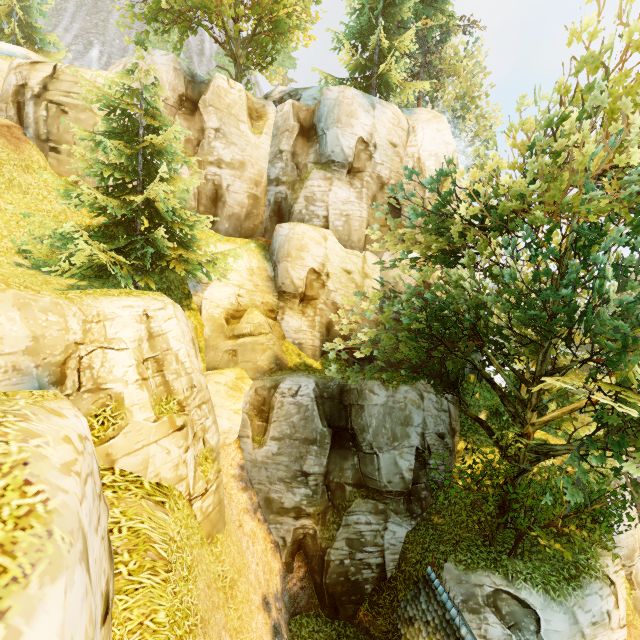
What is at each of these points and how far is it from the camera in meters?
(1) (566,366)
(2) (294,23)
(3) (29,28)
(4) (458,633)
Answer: (1) tree, 11.8 m
(2) tree, 21.9 m
(3) tree, 27.0 m
(4) building, 9.2 m

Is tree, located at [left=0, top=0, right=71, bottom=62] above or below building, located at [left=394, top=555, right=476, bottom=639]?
above

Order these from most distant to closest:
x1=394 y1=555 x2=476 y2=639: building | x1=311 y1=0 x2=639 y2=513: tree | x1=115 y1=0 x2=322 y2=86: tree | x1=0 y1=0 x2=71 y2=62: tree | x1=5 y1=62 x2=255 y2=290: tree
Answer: x1=0 y1=0 x2=71 y2=62: tree
x1=115 y1=0 x2=322 y2=86: tree
x1=5 y1=62 x2=255 y2=290: tree
x1=394 y1=555 x2=476 y2=639: building
x1=311 y1=0 x2=639 y2=513: tree

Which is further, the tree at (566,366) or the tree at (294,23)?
the tree at (294,23)

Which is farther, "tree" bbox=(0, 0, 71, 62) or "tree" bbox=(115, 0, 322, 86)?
"tree" bbox=(0, 0, 71, 62)

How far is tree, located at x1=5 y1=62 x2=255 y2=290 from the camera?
11.1m

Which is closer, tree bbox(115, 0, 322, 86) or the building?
the building

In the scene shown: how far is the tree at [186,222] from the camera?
11.08m
